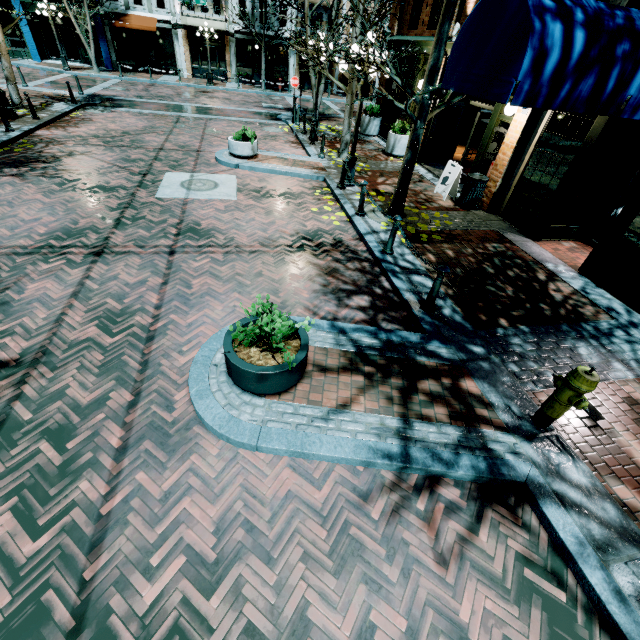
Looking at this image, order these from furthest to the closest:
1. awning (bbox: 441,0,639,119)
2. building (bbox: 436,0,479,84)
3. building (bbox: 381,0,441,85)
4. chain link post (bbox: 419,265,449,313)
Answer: building (bbox: 381,0,441,85) < building (bbox: 436,0,479,84) < chain link post (bbox: 419,265,449,313) < awning (bbox: 441,0,639,119)

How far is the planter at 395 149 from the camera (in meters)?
13.24

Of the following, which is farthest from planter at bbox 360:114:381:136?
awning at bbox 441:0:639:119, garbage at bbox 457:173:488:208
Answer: awning at bbox 441:0:639:119

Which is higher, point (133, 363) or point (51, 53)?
point (51, 53)

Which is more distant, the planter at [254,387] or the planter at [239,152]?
the planter at [239,152]

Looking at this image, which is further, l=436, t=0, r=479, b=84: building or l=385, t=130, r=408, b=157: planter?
l=385, t=130, r=408, b=157: planter

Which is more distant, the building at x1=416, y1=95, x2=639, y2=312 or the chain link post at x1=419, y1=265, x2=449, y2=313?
the building at x1=416, y1=95, x2=639, y2=312

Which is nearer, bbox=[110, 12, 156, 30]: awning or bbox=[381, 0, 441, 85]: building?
bbox=[381, 0, 441, 85]: building
